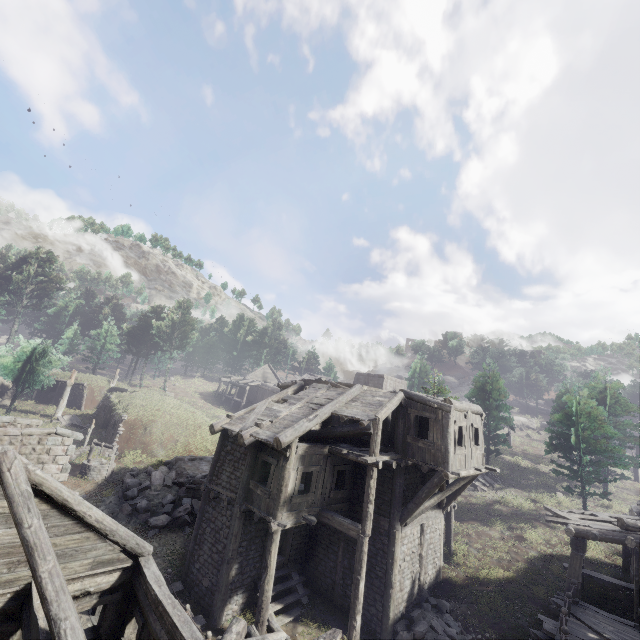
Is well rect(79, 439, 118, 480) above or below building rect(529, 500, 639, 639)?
below

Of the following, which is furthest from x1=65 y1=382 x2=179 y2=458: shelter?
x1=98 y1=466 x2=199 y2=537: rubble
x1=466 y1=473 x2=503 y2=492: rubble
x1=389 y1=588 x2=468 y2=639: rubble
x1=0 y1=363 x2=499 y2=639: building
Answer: x1=466 y1=473 x2=503 y2=492: rubble

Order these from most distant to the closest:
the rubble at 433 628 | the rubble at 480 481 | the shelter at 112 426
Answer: the rubble at 480 481 → the shelter at 112 426 → the rubble at 433 628

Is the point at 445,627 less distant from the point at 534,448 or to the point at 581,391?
the point at 581,391

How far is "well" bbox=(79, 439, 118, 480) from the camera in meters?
21.1 m

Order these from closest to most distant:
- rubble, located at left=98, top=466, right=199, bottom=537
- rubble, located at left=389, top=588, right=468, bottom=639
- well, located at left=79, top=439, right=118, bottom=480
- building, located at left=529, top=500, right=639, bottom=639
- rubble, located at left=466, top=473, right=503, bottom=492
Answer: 1. building, located at left=529, top=500, right=639, bottom=639
2. rubble, located at left=389, top=588, right=468, bottom=639
3. rubble, located at left=98, top=466, right=199, bottom=537
4. well, located at left=79, top=439, right=118, bottom=480
5. rubble, located at left=466, top=473, right=503, bottom=492

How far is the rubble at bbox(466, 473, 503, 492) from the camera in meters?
28.4 m

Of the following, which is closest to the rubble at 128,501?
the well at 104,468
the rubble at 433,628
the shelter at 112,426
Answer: the well at 104,468
